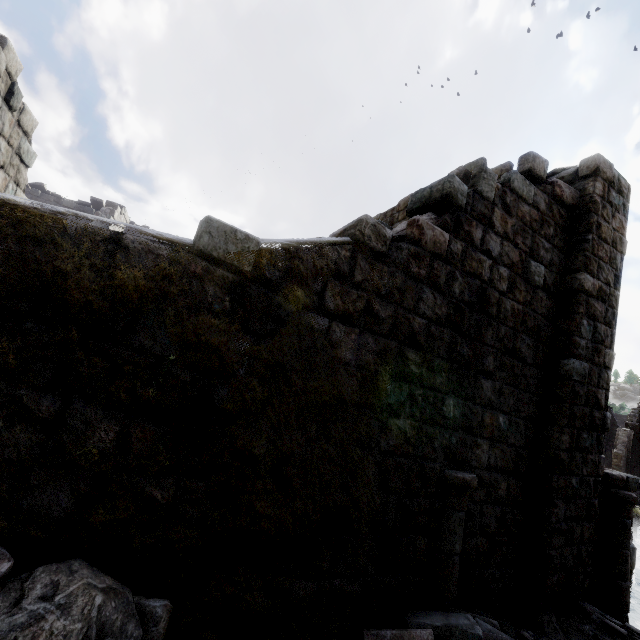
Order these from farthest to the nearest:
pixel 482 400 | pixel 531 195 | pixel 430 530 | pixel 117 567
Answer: pixel 531 195 → pixel 482 400 → pixel 430 530 → pixel 117 567

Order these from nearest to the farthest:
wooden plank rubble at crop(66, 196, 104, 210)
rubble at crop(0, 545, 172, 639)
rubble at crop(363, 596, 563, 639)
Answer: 1. rubble at crop(0, 545, 172, 639)
2. rubble at crop(363, 596, 563, 639)
3. wooden plank rubble at crop(66, 196, 104, 210)

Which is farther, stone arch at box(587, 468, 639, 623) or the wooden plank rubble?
the wooden plank rubble

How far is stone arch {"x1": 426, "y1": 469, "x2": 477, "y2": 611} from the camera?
3.81m

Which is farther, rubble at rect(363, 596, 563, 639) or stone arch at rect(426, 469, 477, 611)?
stone arch at rect(426, 469, 477, 611)

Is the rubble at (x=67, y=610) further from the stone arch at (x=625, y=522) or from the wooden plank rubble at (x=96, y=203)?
the wooden plank rubble at (x=96, y=203)

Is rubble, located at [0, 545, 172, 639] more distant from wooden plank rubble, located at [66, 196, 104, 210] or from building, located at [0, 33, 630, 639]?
wooden plank rubble, located at [66, 196, 104, 210]

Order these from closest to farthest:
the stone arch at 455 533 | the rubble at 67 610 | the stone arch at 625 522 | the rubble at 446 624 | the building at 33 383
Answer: the rubble at 67 610 → the building at 33 383 → the rubble at 446 624 → the stone arch at 455 533 → the stone arch at 625 522
